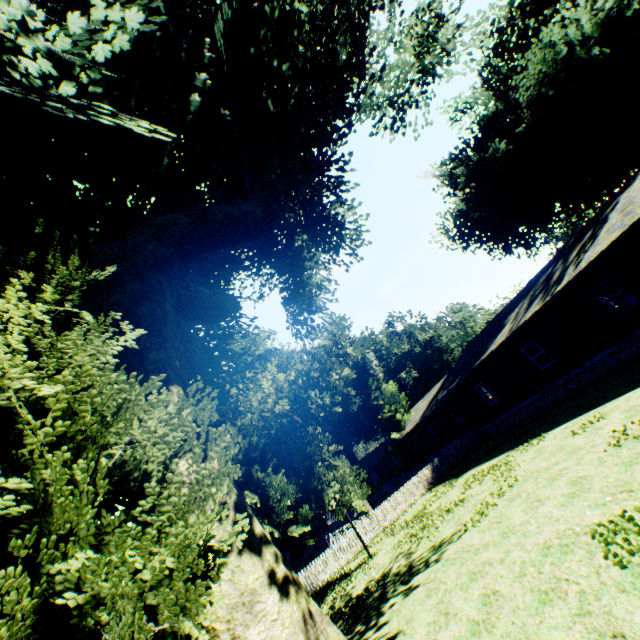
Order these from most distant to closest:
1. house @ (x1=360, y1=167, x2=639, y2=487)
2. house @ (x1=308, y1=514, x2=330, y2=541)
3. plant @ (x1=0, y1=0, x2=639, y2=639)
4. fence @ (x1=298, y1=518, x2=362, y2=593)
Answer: house @ (x1=308, y1=514, x2=330, y2=541) → fence @ (x1=298, y1=518, x2=362, y2=593) → house @ (x1=360, y1=167, x2=639, y2=487) → plant @ (x1=0, y1=0, x2=639, y2=639)

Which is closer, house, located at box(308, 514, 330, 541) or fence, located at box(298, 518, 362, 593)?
fence, located at box(298, 518, 362, 593)

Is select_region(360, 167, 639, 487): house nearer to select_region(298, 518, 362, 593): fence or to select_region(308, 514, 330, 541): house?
select_region(298, 518, 362, 593): fence

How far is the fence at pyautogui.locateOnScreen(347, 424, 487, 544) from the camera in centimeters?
2136cm

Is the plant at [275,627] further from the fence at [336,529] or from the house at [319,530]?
the house at [319,530]

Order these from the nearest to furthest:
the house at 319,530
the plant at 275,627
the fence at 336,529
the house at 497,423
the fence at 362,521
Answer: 1. the plant at 275,627
2. the house at 497,423
3. the fence at 336,529
4. the fence at 362,521
5. the house at 319,530

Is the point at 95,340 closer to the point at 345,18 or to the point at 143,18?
the point at 143,18
